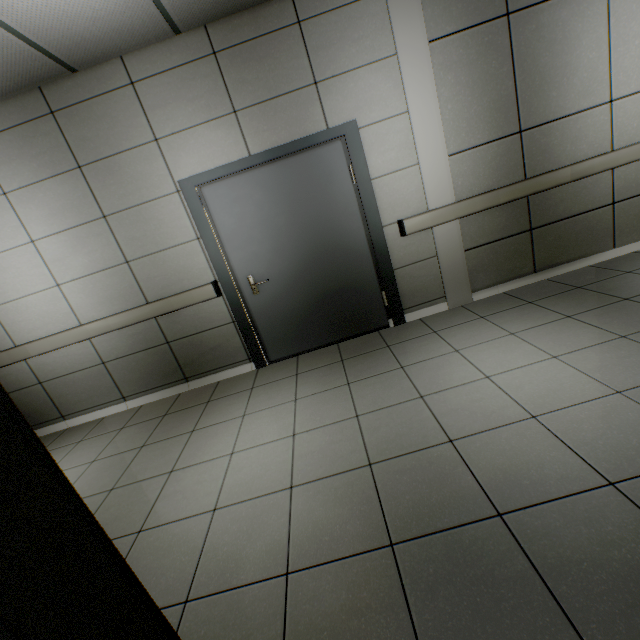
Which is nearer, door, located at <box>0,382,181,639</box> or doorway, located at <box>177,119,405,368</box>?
door, located at <box>0,382,181,639</box>

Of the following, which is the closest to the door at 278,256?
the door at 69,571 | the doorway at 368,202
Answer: the doorway at 368,202

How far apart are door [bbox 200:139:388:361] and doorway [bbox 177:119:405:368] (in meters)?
0.01

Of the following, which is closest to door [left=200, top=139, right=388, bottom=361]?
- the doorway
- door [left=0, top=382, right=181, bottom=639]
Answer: the doorway

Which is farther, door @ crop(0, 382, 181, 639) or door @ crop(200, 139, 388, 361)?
door @ crop(200, 139, 388, 361)

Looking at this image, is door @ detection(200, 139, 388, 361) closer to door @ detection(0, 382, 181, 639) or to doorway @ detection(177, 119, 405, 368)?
doorway @ detection(177, 119, 405, 368)

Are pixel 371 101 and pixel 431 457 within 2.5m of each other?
no
